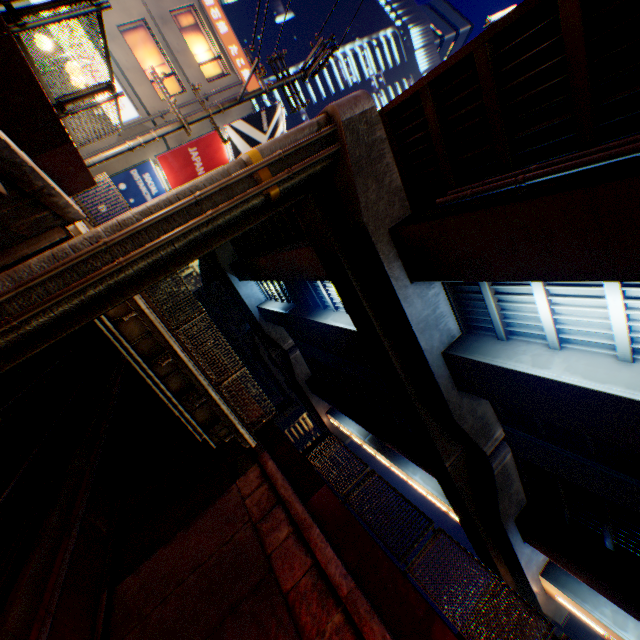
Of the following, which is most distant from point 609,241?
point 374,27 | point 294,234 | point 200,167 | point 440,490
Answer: point 374,27

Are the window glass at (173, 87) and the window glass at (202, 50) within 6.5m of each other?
yes

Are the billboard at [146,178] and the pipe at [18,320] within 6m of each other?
no

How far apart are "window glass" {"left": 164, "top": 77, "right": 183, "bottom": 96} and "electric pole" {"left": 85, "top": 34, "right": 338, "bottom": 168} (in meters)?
10.82

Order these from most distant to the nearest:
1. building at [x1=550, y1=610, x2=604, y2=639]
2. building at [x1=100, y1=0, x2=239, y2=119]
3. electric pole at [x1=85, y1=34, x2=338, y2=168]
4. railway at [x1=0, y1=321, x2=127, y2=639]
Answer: building at [x1=550, y1=610, x2=604, y2=639] → building at [x1=100, y1=0, x2=239, y2=119] → electric pole at [x1=85, y1=34, x2=338, y2=168] → railway at [x1=0, y1=321, x2=127, y2=639]

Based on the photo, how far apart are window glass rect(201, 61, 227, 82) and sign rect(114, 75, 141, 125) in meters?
4.6 m

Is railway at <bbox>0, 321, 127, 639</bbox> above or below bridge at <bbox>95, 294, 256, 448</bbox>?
below

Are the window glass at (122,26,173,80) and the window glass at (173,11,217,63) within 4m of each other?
yes
